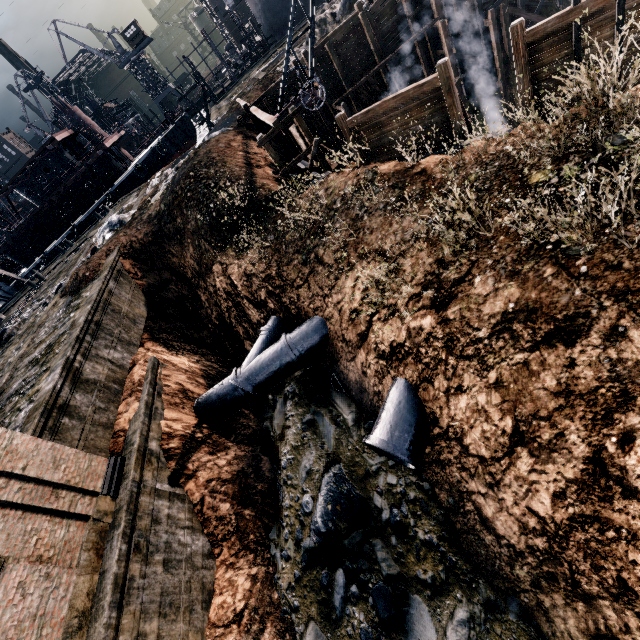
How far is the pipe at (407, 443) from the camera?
9.0m

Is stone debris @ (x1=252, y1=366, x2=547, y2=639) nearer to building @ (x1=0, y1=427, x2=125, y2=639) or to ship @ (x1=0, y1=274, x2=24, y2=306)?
building @ (x1=0, y1=427, x2=125, y2=639)

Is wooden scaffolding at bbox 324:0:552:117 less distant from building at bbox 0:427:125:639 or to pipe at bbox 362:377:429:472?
pipe at bbox 362:377:429:472

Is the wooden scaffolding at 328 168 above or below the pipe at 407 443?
above

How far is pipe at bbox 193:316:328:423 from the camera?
13.9m

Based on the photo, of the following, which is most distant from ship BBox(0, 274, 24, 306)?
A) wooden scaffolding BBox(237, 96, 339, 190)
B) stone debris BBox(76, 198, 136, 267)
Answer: wooden scaffolding BBox(237, 96, 339, 190)

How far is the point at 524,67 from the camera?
11.07m

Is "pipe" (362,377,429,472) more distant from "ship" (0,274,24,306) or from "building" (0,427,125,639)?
"ship" (0,274,24,306)
